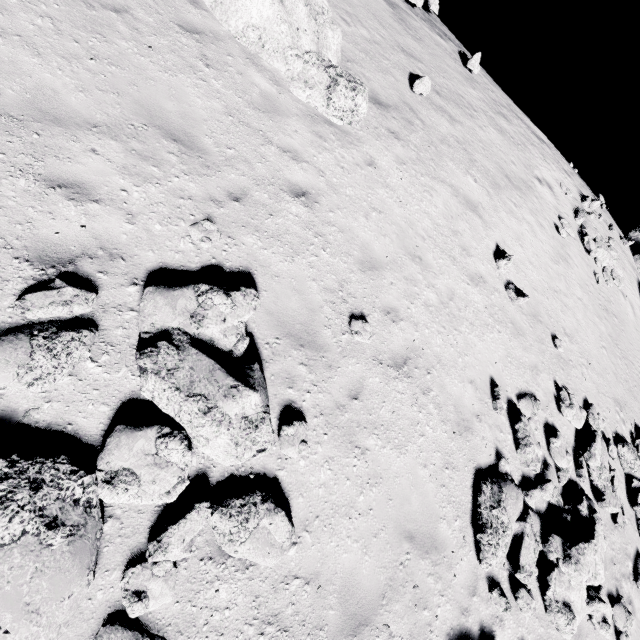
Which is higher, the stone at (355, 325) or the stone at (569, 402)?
the stone at (569, 402)

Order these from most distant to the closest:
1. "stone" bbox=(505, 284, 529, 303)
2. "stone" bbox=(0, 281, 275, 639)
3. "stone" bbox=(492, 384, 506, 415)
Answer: "stone" bbox=(505, 284, 529, 303) < "stone" bbox=(492, 384, 506, 415) < "stone" bbox=(0, 281, 275, 639)

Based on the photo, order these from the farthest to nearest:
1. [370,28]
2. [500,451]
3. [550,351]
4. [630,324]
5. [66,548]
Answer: [630,324]
[370,28]
[550,351]
[500,451]
[66,548]

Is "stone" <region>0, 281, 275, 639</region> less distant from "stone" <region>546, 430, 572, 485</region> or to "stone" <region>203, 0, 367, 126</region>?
"stone" <region>546, 430, 572, 485</region>

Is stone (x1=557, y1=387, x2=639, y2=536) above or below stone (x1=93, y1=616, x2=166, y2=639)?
above

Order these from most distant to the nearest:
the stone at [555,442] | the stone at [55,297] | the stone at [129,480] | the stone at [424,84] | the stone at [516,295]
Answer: the stone at [424,84] < the stone at [516,295] < the stone at [555,442] < the stone at [55,297] < the stone at [129,480]

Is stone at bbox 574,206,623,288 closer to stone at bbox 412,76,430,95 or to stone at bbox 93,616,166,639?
stone at bbox 412,76,430,95

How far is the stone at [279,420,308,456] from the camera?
4.6 meters
